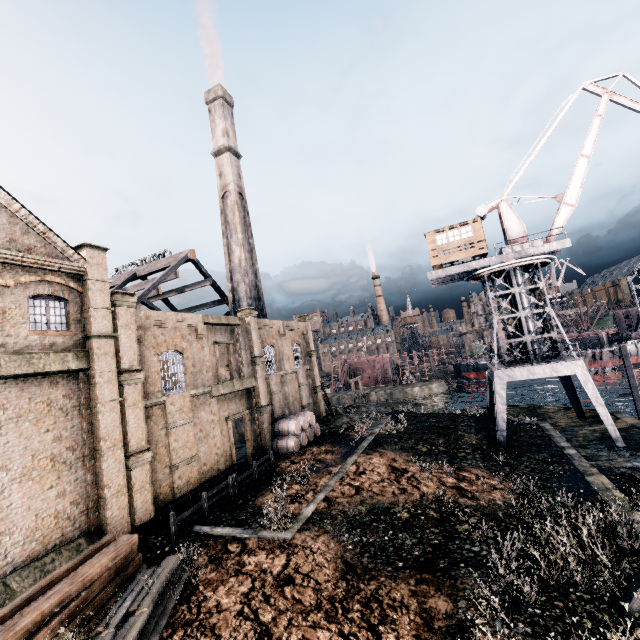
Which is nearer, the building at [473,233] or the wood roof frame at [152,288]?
the building at [473,233]

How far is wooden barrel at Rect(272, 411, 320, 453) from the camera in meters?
28.2

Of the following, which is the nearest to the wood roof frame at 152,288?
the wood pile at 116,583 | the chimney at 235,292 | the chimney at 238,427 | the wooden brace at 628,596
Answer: the chimney at 235,292

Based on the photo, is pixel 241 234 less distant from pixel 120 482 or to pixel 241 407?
pixel 241 407

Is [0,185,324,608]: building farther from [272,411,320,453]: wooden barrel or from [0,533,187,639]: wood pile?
[0,533,187,639]: wood pile

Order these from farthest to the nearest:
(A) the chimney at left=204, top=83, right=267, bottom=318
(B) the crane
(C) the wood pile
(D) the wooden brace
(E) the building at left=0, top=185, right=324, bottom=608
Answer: (A) the chimney at left=204, top=83, right=267, bottom=318 < (B) the crane < (E) the building at left=0, top=185, right=324, bottom=608 < (C) the wood pile < (D) the wooden brace

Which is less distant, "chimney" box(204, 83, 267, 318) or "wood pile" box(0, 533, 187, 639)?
"wood pile" box(0, 533, 187, 639)

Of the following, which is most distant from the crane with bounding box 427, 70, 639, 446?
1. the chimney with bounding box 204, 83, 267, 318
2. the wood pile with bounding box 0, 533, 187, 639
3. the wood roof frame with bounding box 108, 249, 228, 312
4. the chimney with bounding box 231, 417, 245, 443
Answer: the wood roof frame with bounding box 108, 249, 228, 312
